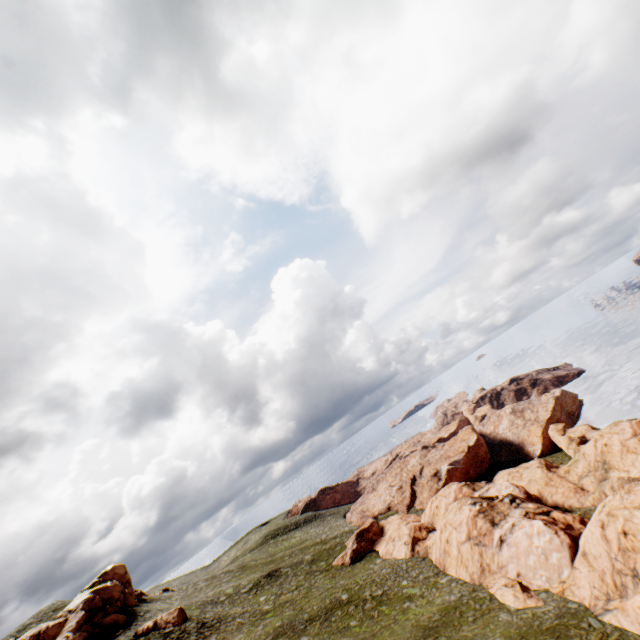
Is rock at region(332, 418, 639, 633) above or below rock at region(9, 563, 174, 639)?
below

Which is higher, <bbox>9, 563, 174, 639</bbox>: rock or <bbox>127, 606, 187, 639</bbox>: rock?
→ <bbox>9, 563, 174, 639</bbox>: rock

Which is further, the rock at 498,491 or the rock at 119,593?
the rock at 119,593

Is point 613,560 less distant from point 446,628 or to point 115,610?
point 446,628

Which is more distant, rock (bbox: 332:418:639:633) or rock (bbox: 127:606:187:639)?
rock (bbox: 127:606:187:639)
